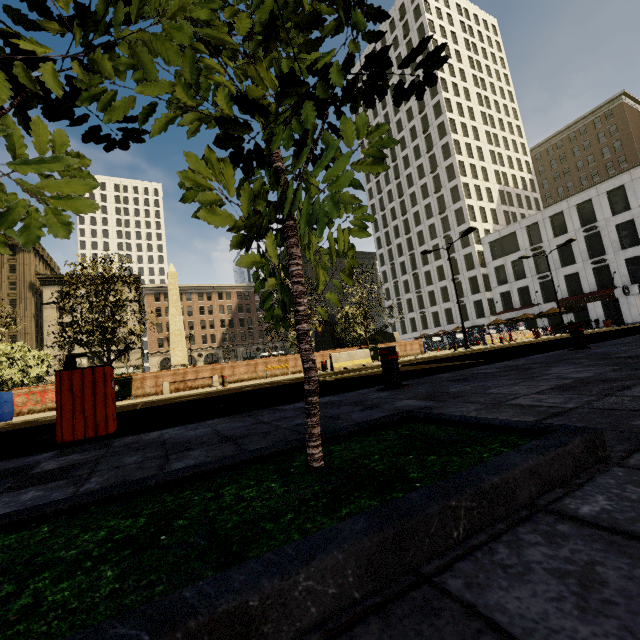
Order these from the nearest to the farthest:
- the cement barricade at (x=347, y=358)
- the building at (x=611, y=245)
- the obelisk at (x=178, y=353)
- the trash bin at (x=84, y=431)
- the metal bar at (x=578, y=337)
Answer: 1. the trash bin at (x=84, y=431)
2. the metal bar at (x=578, y=337)
3. the cement barricade at (x=347, y=358)
4. the obelisk at (x=178, y=353)
5. the building at (x=611, y=245)

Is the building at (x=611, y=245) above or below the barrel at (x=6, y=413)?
above

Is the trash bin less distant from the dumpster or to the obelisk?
the dumpster

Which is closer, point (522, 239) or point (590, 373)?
point (590, 373)

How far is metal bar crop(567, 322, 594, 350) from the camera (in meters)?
6.50

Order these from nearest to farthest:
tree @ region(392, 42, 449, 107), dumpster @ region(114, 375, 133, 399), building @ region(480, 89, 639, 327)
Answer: tree @ region(392, 42, 449, 107) < dumpster @ region(114, 375, 133, 399) < building @ region(480, 89, 639, 327)

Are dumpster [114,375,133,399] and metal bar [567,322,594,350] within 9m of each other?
no

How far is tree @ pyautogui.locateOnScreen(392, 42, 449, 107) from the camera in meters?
1.4 m
